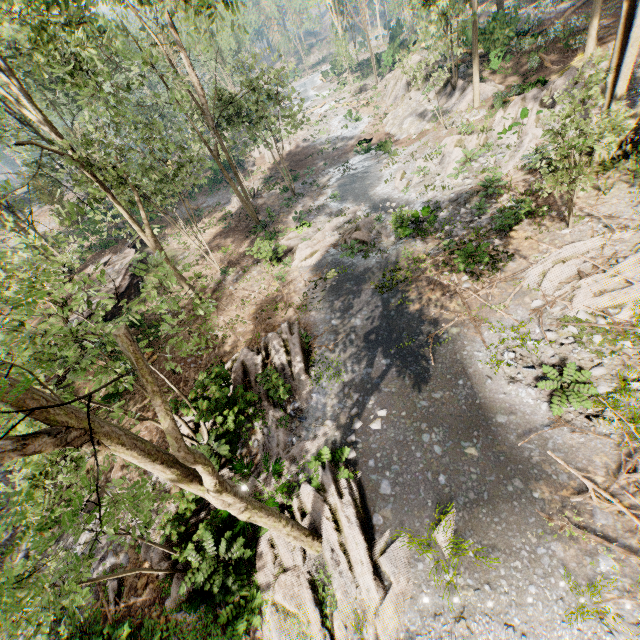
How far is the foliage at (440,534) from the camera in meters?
7.7

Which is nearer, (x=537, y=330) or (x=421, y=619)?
(x=421, y=619)

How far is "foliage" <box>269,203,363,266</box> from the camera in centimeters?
1930cm

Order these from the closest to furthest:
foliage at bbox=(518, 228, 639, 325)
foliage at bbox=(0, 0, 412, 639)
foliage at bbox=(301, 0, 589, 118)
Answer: foliage at bbox=(0, 0, 412, 639) < foliage at bbox=(518, 228, 639, 325) < foliage at bbox=(301, 0, 589, 118)

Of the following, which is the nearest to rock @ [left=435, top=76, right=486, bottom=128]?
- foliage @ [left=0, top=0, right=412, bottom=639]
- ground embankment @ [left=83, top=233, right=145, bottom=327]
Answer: foliage @ [left=0, top=0, right=412, bottom=639]

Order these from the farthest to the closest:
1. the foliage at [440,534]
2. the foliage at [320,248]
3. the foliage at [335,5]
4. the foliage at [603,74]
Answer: the foliage at [335,5] < the foliage at [320,248] < the foliage at [603,74] < the foliage at [440,534]
